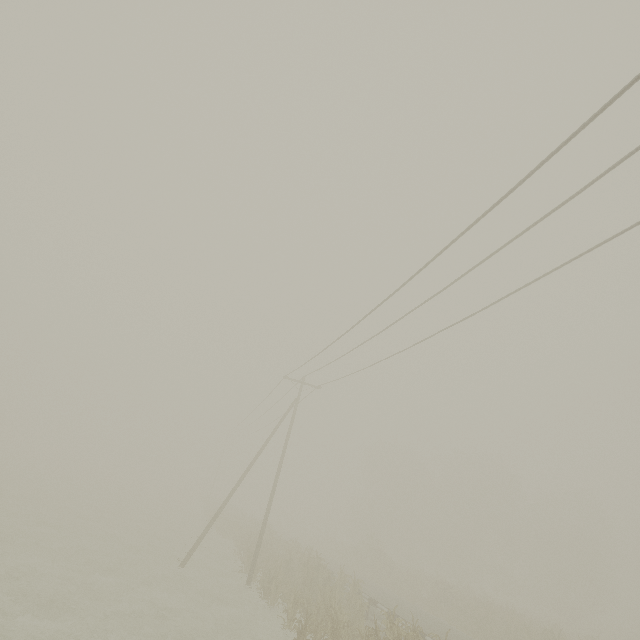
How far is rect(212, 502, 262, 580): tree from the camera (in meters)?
20.67

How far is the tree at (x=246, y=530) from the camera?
20.67m

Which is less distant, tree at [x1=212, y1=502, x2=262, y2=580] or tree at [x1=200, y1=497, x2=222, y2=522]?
tree at [x1=212, y1=502, x2=262, y2=580]

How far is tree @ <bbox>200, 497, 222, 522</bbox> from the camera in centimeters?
3841cm

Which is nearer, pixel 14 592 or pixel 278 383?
pixel 14 592

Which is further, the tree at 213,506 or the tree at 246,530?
the tree at 213,506
